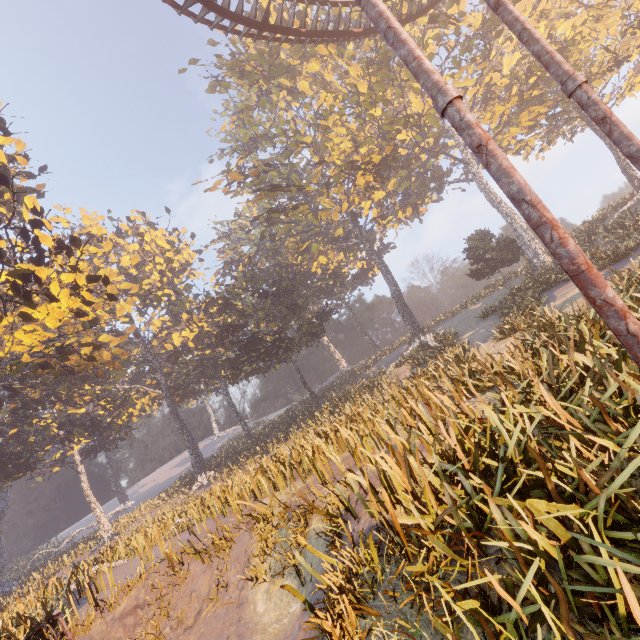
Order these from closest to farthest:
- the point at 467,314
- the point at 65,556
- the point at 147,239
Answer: the point at 65,556
the point at 467,314
the point at 147,239

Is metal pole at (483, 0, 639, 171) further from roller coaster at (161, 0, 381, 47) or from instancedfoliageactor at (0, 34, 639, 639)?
instancedfoliageactor at (0, 34, 639, 639)

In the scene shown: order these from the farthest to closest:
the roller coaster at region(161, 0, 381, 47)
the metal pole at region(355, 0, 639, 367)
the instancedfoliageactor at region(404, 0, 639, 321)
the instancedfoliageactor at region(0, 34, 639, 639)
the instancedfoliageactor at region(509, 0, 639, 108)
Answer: the instancedfoliageactor at region(509, 0, 639, 108) < the instancedfoliageactor at region(404, 0, 639, 321) < the roller coaster at region(161, 0, 381, 47) < the instancedfoliageactor at region(0, 34, 639, 639) < the metal pole at region(355, 0, 639, 367)

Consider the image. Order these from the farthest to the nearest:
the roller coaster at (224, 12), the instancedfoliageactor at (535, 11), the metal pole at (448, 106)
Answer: the instancedfoliageactor at (535, 11)
the roller coaster at (224, 12)
the metal pole at (448, 106)

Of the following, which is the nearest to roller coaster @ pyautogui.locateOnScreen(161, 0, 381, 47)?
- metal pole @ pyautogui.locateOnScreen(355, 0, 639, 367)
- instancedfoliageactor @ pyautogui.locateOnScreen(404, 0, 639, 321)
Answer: metal pole @ pyautogui.locateOnScreen(355, 0, 639, 367)

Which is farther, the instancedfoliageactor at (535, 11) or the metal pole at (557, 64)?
the instancedfoliageactor at (535, 11)

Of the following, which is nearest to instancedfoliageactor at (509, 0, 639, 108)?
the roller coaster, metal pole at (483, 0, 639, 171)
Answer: the roller coaster
